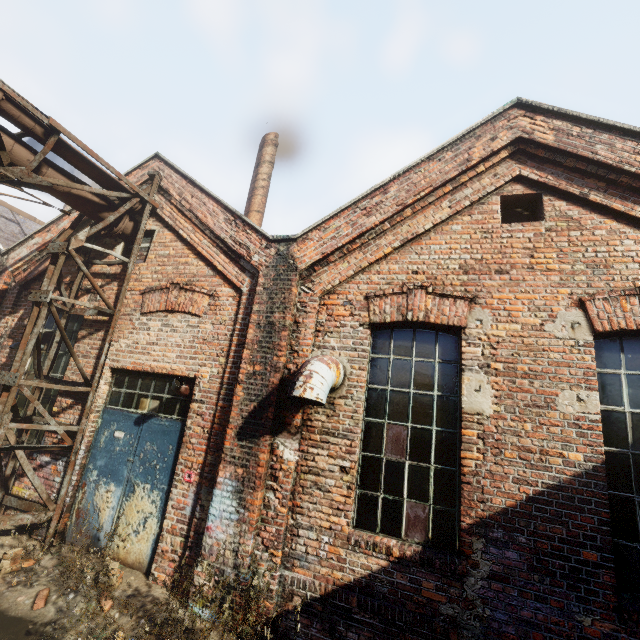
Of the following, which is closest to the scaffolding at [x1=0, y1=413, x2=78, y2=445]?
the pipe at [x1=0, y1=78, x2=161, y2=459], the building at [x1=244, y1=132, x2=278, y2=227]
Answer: the pipe at [x1=0, y1=78, x2=161, y2=459]

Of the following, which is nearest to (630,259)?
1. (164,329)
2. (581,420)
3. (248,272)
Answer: (581,420)

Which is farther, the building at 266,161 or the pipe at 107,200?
the building at 266,161

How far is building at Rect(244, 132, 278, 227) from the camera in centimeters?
877cm

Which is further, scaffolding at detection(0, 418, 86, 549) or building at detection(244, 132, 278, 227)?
building at detection(244, 132, 278, 227)

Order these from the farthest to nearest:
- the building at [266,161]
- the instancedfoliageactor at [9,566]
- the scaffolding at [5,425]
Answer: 1. the building at [266,161]
2. the scaffolding at [5,425]
3. the instancedfoliageactor at [9,566]

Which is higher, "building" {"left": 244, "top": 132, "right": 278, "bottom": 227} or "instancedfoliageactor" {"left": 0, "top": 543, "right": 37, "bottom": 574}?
"building" {"left": 244, "top": 132, "right": 278, "bottom": 227}

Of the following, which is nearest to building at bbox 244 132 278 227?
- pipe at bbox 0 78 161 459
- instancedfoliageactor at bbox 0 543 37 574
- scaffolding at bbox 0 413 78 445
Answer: pipe at bbox 0 78 161 459
